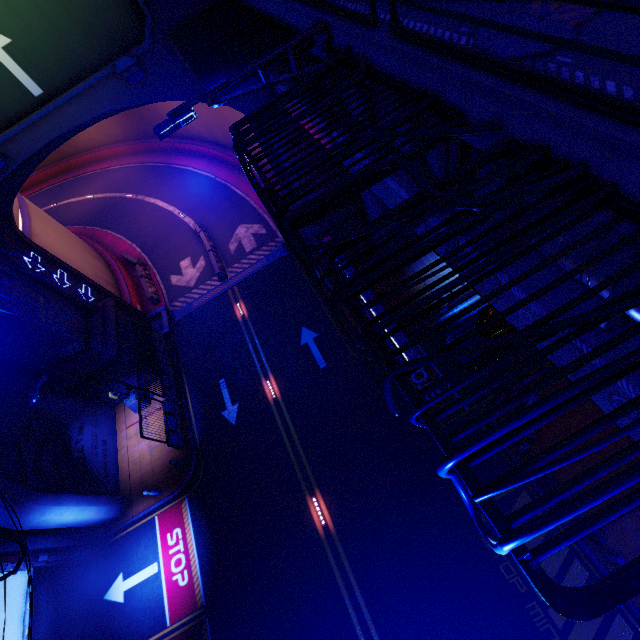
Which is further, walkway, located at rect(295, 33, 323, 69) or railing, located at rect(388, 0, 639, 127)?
walkway, located at rect(295, 33, 323, 69)

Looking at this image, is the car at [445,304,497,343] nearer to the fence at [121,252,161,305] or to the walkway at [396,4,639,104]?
the walkway at [396,4,639,104]

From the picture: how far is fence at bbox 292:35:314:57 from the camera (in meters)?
5.73

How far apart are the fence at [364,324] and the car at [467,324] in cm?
1179

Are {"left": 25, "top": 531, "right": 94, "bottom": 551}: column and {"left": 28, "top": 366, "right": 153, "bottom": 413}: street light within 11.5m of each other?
yes

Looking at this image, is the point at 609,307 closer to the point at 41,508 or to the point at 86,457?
the point at 41,508

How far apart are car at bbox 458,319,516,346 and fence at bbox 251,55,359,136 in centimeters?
1162cm

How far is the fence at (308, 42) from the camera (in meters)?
5.73
